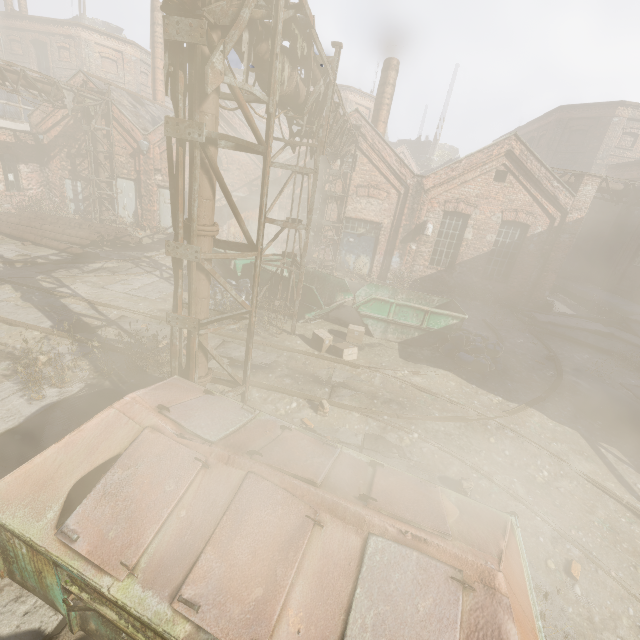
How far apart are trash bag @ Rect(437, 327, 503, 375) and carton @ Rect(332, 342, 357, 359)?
3.0 meters

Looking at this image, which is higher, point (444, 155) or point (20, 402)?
point (444, 155)

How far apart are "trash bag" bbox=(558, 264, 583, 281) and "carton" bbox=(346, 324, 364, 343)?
20.1m

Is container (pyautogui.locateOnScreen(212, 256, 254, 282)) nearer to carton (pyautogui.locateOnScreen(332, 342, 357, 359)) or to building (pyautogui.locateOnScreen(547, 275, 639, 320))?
carton (pyautogui.locateOnScreen(332, 342, 357, 359))

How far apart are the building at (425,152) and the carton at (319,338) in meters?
41.6

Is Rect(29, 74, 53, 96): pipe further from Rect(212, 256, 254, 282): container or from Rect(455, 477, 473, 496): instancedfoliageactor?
Rect(455, 477, 473, 496): instancedfoliageactor

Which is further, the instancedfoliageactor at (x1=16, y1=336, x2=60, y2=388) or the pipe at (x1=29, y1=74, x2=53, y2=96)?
the pipe at (x1=29, y1=74, x2=53, y2=96)

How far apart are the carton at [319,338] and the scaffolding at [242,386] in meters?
3.4
